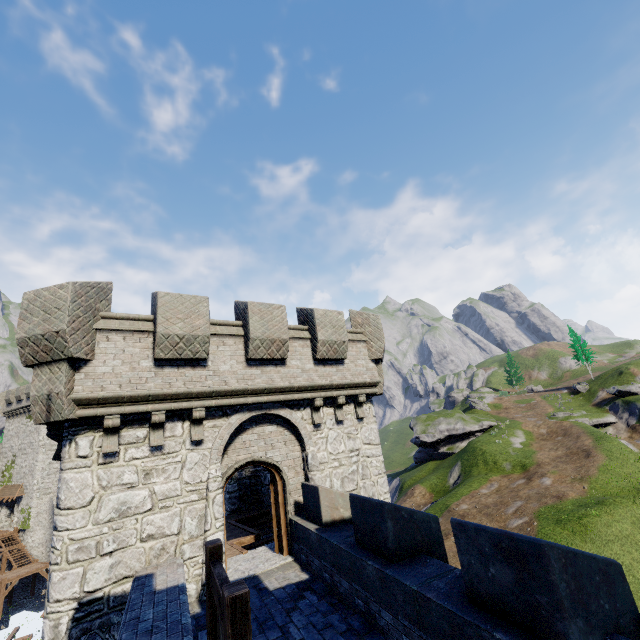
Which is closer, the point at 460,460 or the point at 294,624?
the point at 294,624

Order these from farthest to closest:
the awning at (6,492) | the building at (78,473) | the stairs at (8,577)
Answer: the awning at (6,492), the stairs at (8,577), the building at (78,473)

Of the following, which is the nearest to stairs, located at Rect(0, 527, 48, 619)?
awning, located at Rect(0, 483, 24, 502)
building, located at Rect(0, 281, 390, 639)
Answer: awning, located at Rect(0, 483, 24, 502)

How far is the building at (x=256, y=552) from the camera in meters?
8.7

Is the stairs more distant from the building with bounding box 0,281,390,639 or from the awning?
the building with bounding box 0,281,390,639

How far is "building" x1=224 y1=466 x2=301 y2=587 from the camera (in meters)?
8.71
